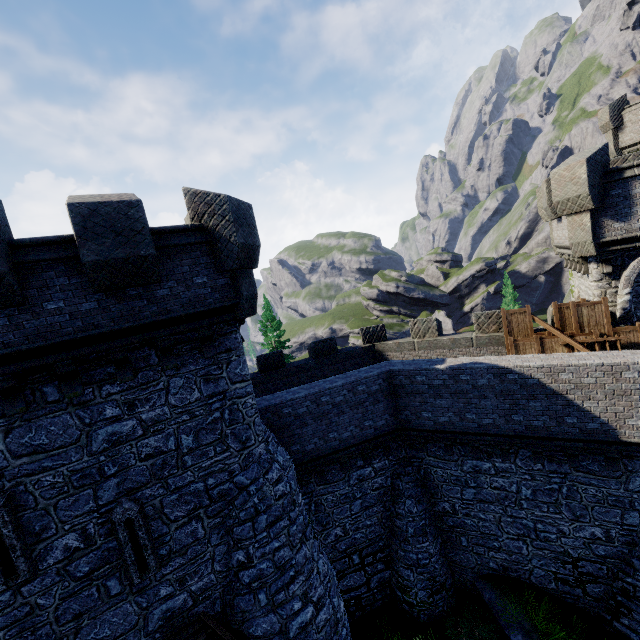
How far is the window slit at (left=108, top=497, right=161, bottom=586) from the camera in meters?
7.6

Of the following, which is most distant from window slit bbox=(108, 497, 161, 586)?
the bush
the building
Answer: the bush

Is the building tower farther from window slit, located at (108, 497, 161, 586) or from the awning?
window slit, located at (108, 497, 161, 586)

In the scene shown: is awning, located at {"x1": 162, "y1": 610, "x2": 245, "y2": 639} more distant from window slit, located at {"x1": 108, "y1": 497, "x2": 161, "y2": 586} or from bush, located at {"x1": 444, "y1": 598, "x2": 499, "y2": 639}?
bush, located at {"x1": 444, "y1": 598, "x2": 499, "y2": 639}

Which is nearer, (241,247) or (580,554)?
(241,247)

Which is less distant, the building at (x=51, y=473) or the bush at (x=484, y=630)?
the building at (x=51, y=473)

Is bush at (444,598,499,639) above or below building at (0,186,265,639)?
below

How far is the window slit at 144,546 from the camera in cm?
764
